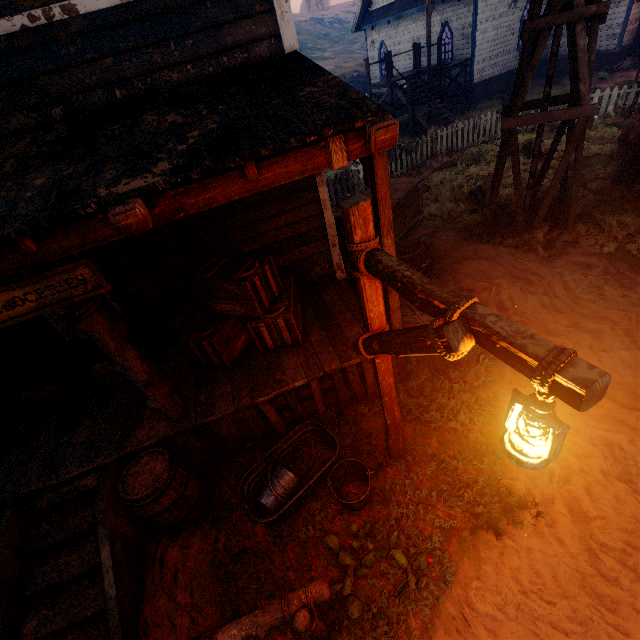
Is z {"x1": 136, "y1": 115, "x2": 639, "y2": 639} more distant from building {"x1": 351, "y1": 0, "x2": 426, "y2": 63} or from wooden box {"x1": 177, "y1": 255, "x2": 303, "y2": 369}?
wooden box {"x1": 177, "y1": 255, "x2": 303, "y2": 369}

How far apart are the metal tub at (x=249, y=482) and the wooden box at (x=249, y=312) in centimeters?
108cm

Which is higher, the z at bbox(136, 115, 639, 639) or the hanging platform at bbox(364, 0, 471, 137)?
the hanging platform at bbox(364, 0, 471, 137)

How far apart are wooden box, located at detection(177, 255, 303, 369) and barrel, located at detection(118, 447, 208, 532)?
1.2 meters

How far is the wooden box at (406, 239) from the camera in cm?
639

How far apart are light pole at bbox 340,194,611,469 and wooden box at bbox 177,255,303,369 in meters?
1.6

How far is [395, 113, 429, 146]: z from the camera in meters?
15.5

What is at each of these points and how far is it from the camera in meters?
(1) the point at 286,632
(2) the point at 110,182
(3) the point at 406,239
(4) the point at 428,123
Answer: (1) z, 3.1 m
(2) building, 2.3 m
(3) wooden box, 6.8 m
(4) hanging platform, 15.2 m
